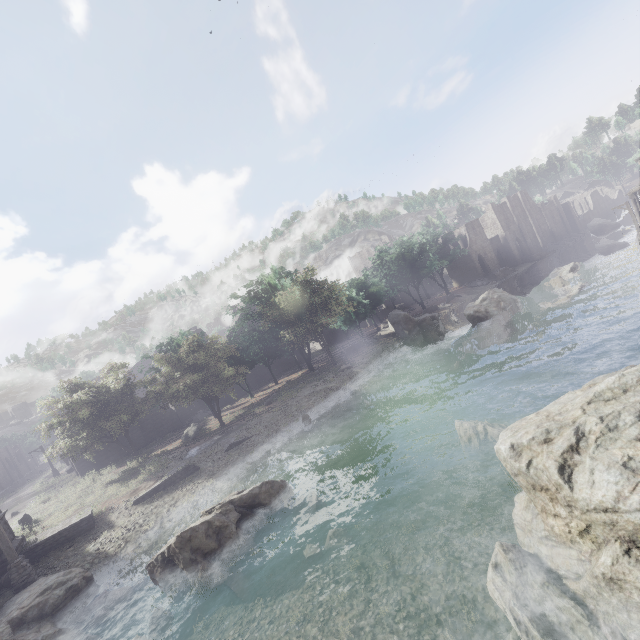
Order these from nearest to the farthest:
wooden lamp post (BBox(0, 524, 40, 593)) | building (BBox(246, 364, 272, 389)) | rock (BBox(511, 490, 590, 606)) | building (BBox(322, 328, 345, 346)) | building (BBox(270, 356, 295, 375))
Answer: rock (BBox(511, 490, 590, 606)) → wooden lamp post (BBox(0, 524, 40, 593)) → building (BBox(246, 364, 272, 389)) → building (BBox(270, 356, 295, 375)) → building (BBox(322, 328, 345, 346))

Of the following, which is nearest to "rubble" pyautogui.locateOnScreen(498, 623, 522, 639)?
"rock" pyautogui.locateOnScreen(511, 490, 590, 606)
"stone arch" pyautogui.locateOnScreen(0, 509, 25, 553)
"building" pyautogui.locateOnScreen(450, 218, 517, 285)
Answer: "rock" pyautogui.locateOnScreen(511, 490, 590, 606)

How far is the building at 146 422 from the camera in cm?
3438

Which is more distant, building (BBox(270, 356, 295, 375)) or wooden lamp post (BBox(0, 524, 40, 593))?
building (BBox(270, 356, 295, 375))

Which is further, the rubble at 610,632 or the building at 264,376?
the building at 264,376

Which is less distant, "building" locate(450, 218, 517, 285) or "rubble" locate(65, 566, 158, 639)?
"rubble" locate(65, 566, 158, 639)

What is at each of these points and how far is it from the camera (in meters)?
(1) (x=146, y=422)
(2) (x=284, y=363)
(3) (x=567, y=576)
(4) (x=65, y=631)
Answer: (1) building, 35.53
(2) building, 49.72
(3) rock, 6.83
(4) rock, 11.66

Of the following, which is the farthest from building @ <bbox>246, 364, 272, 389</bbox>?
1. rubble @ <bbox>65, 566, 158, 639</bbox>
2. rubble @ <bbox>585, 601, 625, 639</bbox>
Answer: rubble @ <bbox>65, 566, 158, 639</bbox>
